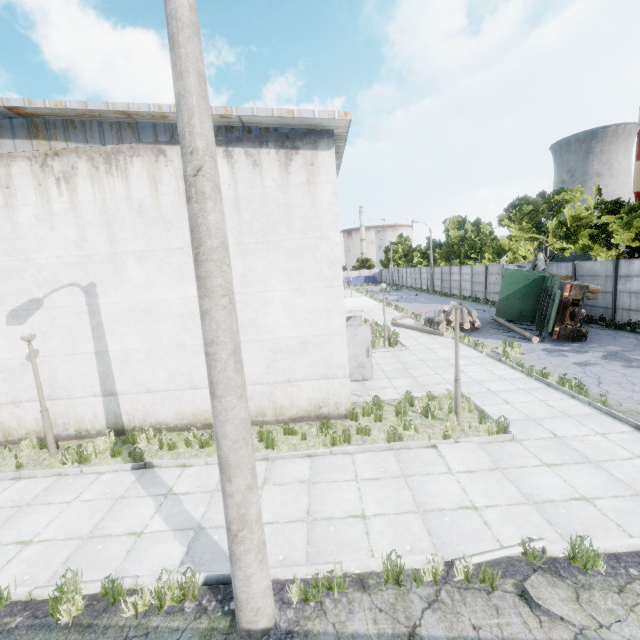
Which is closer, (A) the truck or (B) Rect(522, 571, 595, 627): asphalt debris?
(B) Rect(522, 571, 595, 627): asphalt debris

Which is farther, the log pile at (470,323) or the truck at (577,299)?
the log pile at (470,323)

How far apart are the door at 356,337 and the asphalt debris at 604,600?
8.00m

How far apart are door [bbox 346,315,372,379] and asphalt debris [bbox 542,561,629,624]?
8.0 meters

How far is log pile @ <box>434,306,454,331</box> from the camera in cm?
1958

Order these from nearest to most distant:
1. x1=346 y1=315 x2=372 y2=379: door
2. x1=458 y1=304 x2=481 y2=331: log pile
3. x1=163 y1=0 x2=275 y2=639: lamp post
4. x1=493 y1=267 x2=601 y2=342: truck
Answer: x1=163 y1=0 x2=275 y2=639: lamp post < x1=346 y1=315 x2=372 y2=379: door < x1=493 y1=267 x2=601 y2=342: truck < x1=458 y1=304 x2=481 y2=331: log pile

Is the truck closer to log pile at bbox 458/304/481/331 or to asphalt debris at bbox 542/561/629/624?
log pile at bbox 458/304/481/331

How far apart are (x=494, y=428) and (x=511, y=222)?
27.3 meters
